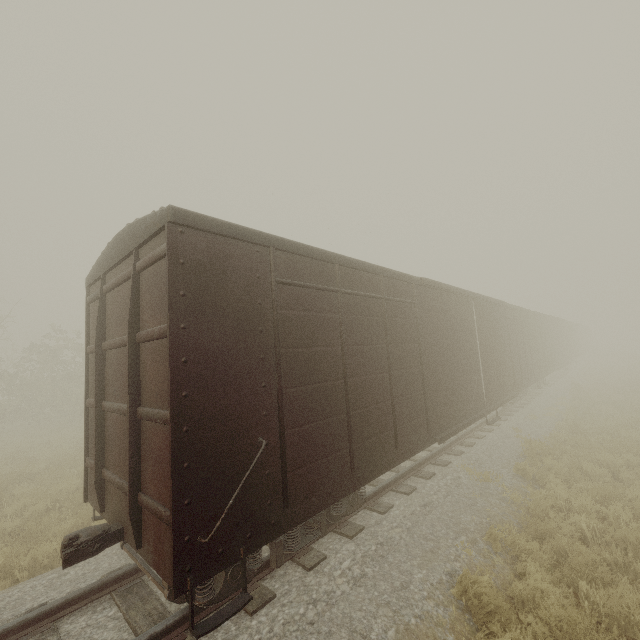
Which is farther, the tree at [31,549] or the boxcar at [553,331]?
the tree at [31,549]

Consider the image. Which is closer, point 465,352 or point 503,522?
point 503,522

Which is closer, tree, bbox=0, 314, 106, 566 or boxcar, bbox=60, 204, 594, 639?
boxcar, bbox=60, 204, 594, 639
